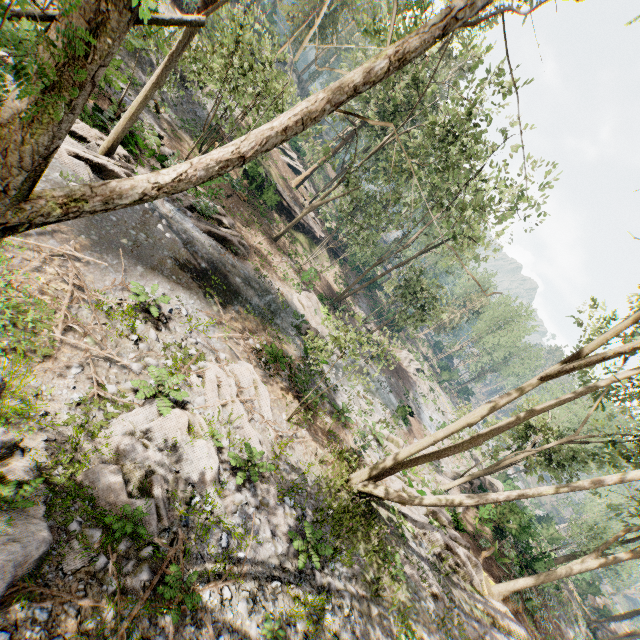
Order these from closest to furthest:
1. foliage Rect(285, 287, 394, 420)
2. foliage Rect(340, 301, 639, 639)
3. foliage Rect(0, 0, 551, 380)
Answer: foliage Rect(0, 0, 551, 380) → foliage Rect(340, 301, 639, 639) → foliage Rect(285, 287, 394, 420)

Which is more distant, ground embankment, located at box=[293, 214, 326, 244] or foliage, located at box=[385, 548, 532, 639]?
ground embankment, located at box=[293, 214, 326, 244]

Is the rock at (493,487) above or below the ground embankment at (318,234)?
above

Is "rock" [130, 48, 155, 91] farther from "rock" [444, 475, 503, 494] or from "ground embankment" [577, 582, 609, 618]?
"ground embankment" [577, 582, 609, 618]

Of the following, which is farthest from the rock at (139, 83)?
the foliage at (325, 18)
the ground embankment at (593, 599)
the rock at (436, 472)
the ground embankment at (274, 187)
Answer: the ground embankment at (593, 599)

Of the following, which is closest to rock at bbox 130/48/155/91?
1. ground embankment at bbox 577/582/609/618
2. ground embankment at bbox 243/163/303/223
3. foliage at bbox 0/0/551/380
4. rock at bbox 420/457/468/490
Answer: foliage at bbox 0/0/551/380

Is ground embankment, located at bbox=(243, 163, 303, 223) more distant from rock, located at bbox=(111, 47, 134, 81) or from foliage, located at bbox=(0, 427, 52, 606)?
rock, located at bbox=(111, 47, 134, 81)

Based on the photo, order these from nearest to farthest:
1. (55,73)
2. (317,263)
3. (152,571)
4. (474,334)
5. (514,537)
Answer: (55,73), (152,571), (514,537), (317,263), (474,334)
